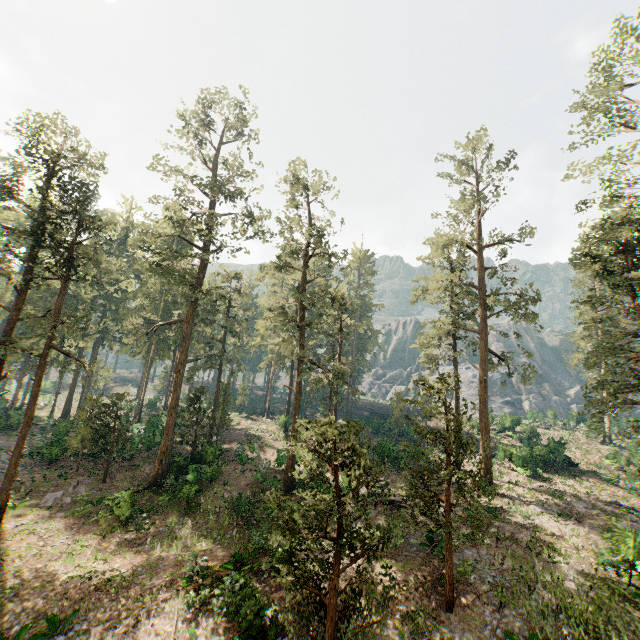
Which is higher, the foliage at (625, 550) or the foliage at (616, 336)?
the foliage at (616, 336)

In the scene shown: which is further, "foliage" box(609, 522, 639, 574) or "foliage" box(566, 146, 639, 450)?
"foliage" box(566, 146, 639, 450)

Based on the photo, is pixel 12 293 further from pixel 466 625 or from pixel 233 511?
pixel 466 625

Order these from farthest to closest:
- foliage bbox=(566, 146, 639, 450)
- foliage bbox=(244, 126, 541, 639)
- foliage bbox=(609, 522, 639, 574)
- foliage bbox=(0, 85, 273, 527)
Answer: foliage bbox=(0, 85, 273, 527)
foliage bbox=(566, 146, 639, 450)
foliage bbox=(609, 522, 639, 574)
foliage bbox=(244, 126, 541, 639)

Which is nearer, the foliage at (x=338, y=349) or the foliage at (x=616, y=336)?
the foliage at (x=338, y=349)
